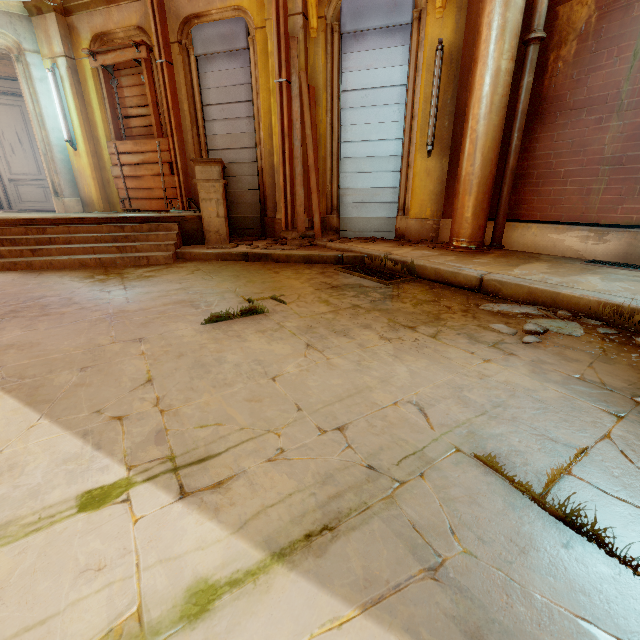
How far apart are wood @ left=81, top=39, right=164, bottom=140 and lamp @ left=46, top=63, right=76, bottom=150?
0.7m

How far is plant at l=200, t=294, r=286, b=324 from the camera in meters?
2.7

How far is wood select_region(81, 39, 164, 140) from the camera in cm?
653

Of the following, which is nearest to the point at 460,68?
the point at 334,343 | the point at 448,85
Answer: the point at 448,85

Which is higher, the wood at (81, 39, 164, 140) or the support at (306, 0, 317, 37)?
the support at (306, 0, 317, 37)

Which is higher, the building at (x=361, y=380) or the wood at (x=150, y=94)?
the wood at (x=150, y=94)

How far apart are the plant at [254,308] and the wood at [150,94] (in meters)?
6.39

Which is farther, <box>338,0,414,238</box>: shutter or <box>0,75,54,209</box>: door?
<box>0,75,54,209</box>: door
